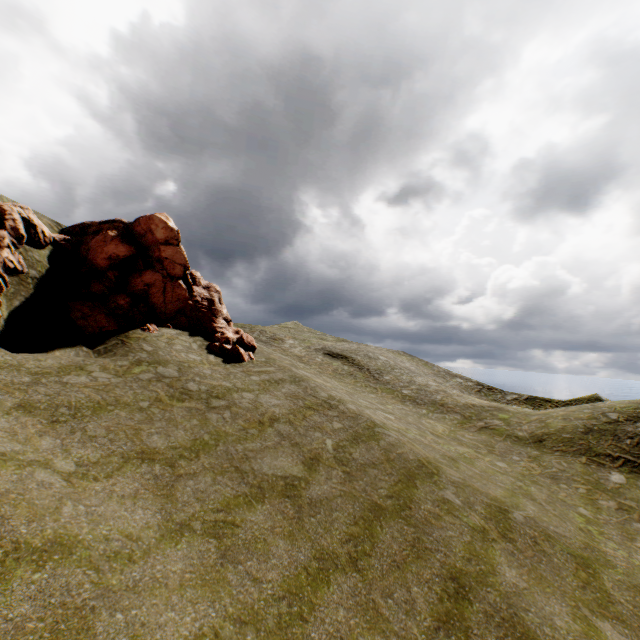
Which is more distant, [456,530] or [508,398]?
[508,398]
